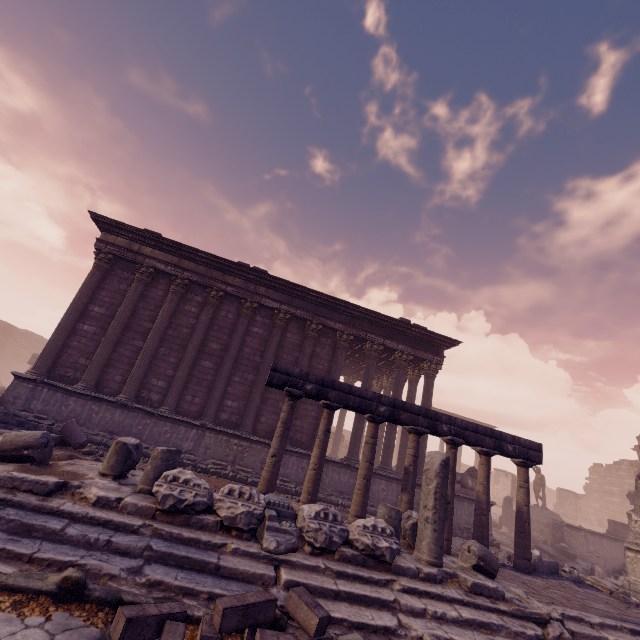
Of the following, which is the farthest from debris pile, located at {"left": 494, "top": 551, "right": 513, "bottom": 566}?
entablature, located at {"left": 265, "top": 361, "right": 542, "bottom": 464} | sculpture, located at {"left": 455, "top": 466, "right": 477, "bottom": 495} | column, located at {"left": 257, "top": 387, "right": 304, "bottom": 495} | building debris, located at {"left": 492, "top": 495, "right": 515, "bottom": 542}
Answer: building debris, located at {"left": 492, "top": 495, "right": 515, "bottom": 542}

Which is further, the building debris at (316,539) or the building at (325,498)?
the building at (325,498)

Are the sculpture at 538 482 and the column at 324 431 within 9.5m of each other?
no

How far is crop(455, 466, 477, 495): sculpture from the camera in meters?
12.8

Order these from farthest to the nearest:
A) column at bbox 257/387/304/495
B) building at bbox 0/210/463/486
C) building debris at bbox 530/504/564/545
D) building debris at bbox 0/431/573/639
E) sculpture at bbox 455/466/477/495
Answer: building debris at bbox 530/504/564/545, sculpture at bbox 455/466/477/495, building at bbox 0/210/463/486, column at bbox 257/387/304/495, building debris at bbox 0/431/573/639

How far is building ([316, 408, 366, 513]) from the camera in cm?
1130

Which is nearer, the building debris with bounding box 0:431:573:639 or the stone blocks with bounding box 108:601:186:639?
the stone blocks with bounding box 108:601:186:639

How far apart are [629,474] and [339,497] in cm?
2741
